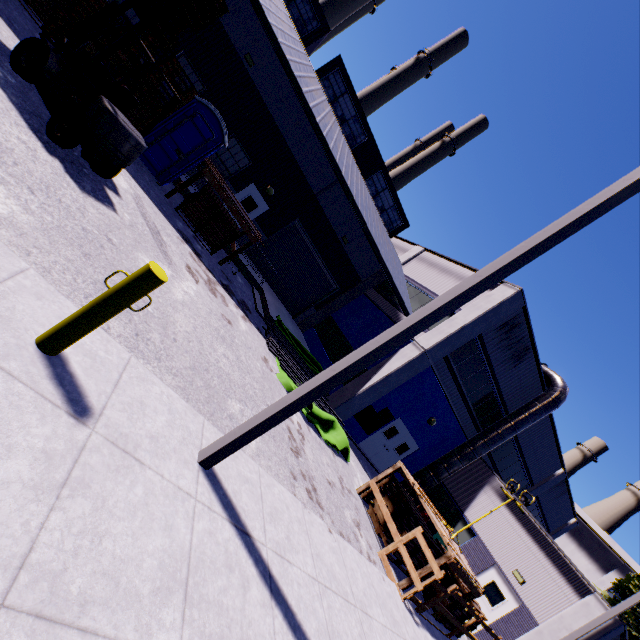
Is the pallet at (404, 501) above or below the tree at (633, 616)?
below

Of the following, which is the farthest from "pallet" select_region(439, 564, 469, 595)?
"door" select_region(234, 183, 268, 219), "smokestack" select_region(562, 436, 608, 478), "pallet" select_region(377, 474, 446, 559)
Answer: "smokestack" select_region(562, 436, 608, 478)

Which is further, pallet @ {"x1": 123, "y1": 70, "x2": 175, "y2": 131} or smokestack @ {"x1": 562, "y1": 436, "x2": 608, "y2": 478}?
smokestack @ {"x1": 562, "y1": 436, "x2": 608, "y2": 478}

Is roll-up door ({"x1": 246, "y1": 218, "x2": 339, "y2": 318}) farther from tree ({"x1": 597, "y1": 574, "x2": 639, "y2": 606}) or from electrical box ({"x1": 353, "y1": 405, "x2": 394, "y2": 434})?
tree ({"x1": 597, "y1": 574, "x2": 639, "y2": 606})

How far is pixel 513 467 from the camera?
20.7m

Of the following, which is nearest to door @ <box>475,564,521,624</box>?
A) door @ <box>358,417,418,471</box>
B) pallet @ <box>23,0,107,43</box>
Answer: door @ <box>358,417,418,471</box>

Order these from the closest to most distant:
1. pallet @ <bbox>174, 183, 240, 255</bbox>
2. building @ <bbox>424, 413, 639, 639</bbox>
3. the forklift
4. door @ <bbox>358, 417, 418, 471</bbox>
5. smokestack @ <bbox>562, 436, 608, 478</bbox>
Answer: the forklift < pallet @ <bbox>174, 183, 240, 255</bbox> < building @ <bbox>424, 413, 639, 639</bbox> < door @ <bbox>358, 417, 418, 471</bbox> < smokestack @ <bbox>562, 436, 608, 478</bbox>

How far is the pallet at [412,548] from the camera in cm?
931
